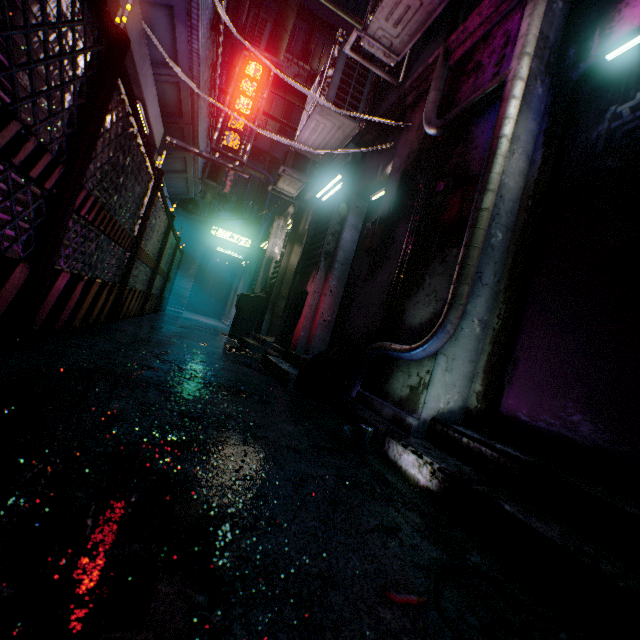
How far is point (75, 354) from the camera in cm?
187

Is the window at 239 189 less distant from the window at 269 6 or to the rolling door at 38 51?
the window at 269 6

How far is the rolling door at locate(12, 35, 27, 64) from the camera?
2.0 meters

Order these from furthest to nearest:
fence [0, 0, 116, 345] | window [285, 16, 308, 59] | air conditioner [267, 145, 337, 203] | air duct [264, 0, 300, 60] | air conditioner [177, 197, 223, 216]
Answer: window [285, 16, 308, 59], air conditioner [177, 197, 223, 216], air duct [264, 0, 300, 60], air conditioner [267, 145, 337, 203], fence [0, 0, 116, 345]

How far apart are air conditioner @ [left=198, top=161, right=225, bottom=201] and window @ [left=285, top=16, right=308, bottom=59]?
7.14m

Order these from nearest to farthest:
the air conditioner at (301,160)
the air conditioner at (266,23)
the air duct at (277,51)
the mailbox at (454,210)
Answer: the mailbox at (454,210), the air conditioner at (301,160), the air duct at (277,51), the air conditioner at (266,23)

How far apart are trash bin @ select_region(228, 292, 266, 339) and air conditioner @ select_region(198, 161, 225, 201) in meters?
3.1 m

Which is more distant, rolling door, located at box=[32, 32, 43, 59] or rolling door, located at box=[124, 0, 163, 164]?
rolling door, located at box=[124, 0, 163, 164]
